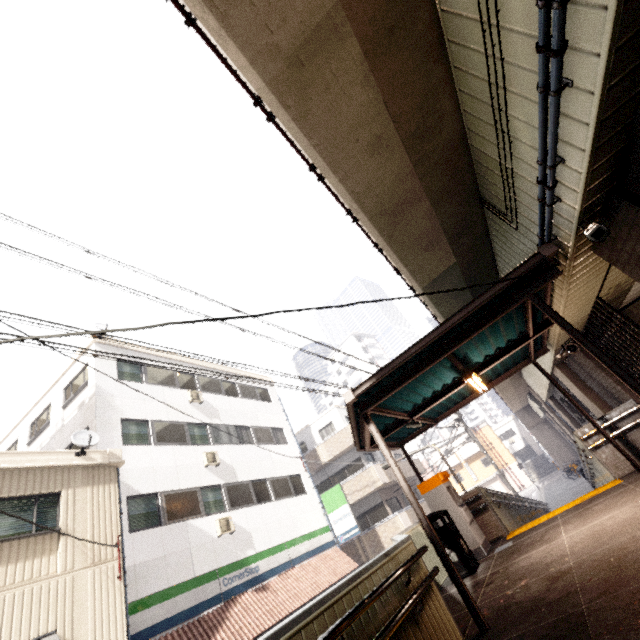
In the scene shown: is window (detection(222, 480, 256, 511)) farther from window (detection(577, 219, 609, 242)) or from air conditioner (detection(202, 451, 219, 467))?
window (detection(577, 219, 609, 242))

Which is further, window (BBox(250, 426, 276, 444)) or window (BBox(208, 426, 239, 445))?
window (BBox(250, 426, 276, 444))

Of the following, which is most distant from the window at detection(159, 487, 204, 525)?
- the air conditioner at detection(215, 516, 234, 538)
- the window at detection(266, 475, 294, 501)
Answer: the window at detection(266, 475, 294, 501)

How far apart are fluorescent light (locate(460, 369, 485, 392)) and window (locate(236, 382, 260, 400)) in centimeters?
1459cm

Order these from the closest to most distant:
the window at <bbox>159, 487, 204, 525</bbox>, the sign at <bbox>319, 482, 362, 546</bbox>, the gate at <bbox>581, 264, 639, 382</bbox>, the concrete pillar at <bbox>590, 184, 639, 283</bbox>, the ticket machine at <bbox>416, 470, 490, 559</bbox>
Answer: the concrete pillar at <bbox>590, 184, 639, 283</bbox> < the gate at <bbox>581, 264, 639, 382</bbox> < the ticket machine at <bbox>416, 470, 490, 559</bbox> < the window at <bbox>159, 487, 204, 525</bbox> < the sign at <bbox>319, 482, 362, 546</bbox>

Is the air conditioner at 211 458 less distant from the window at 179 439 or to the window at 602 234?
the window at 179 439

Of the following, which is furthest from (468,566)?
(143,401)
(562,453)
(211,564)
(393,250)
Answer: (562,453)

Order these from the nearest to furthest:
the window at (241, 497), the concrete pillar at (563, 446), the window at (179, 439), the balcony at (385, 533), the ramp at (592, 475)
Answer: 1. the ramp at (592, 475)
2. the window at (179, 439)
3. the window at (241, 497)
4. the balcony at (385, 533)
5. the concrete pillar at (563, 446)
